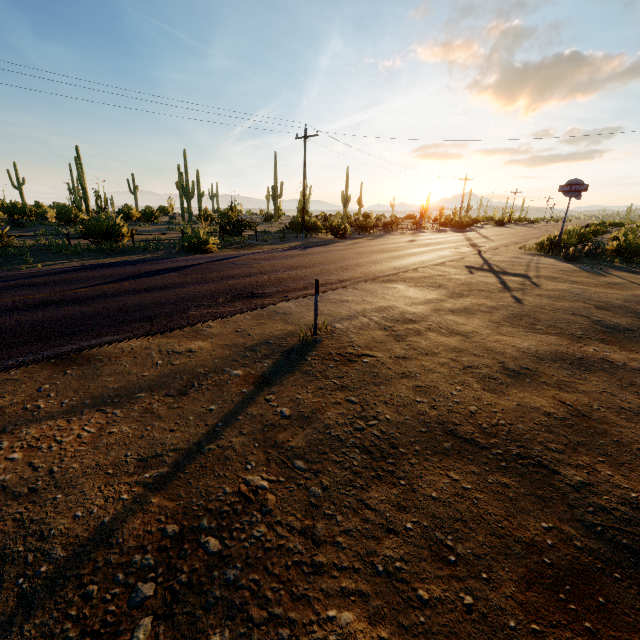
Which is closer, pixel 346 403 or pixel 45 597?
pixel 45 597

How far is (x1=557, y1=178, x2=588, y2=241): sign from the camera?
20.8m

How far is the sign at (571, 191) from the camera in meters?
20.8 m
